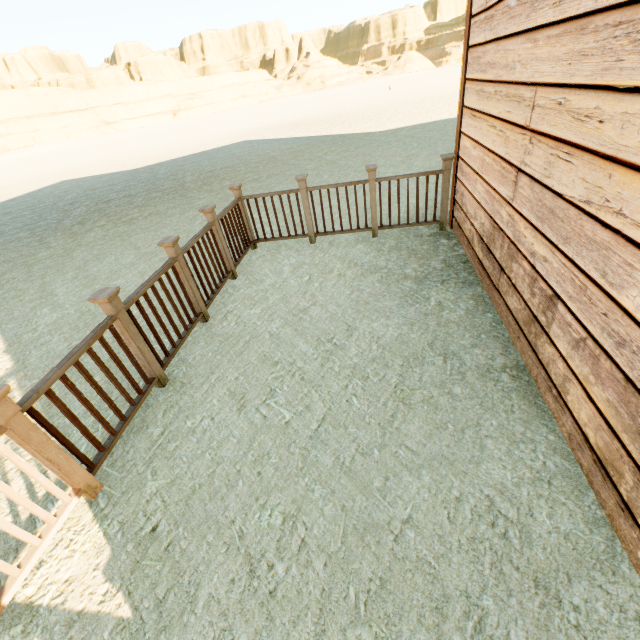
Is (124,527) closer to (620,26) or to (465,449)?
(465,449)
